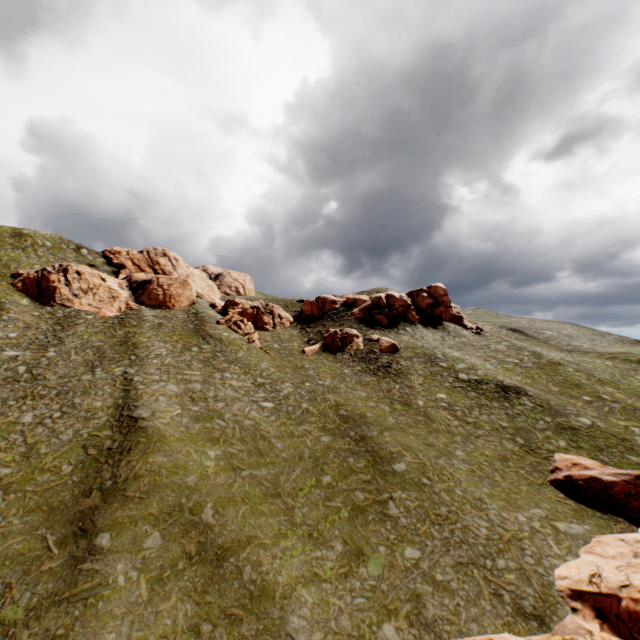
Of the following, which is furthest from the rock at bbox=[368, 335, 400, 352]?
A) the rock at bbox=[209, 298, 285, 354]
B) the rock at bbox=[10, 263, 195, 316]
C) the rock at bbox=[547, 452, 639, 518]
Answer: the rock at bbox=[547, 452, 639, 518]

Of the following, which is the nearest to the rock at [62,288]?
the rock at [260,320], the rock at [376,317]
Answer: the rock at [260,320]

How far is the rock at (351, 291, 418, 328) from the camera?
54.8 meters

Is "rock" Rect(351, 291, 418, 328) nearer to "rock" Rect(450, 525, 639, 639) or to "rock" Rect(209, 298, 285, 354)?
"rock" Rect(209, 298, 285, 354)

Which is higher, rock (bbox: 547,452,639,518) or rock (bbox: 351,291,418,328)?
rock (bbox: 351,291,418,328)

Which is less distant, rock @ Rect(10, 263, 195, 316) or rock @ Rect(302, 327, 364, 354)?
rock @ Rect(10, 263, 195, 316)

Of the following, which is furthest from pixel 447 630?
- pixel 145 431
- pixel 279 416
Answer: pixel 145 431

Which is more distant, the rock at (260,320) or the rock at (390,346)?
the rock at (260,320)
